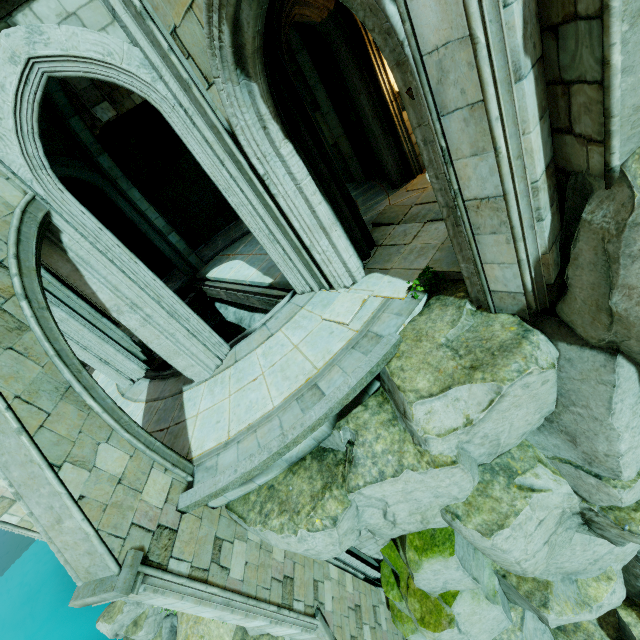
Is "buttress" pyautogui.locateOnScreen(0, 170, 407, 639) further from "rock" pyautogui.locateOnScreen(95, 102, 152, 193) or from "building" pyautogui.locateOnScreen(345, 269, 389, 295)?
"rock" pyautogui.locateOnScreen(95, 102, 152, 193)

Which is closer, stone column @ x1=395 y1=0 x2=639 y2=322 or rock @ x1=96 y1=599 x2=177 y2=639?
stone column @ x1=395 y1=0 x2=639 y2=322

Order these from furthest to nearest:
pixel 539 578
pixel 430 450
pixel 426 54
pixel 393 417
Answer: pixel 539 578 → pixel 393 417 → pixel 430 450 → pixel 426 54

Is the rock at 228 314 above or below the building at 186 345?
below

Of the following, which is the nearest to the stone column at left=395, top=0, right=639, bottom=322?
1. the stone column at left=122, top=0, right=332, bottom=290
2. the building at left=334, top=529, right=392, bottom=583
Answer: the stone column at left=122, top=0, right=332, bottom=290

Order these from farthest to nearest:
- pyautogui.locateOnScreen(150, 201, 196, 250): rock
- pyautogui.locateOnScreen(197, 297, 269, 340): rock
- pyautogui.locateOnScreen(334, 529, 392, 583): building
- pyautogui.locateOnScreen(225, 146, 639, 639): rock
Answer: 1. pyautogui.locateOnScreen(150, 201, 196, 250): rock
2. pyautogui.locateOnScreen(197, 297, 269, 340): rock
3. pyautogui.locateOnScreen(334, 529, 392, 583): building
4. pyautogui.locateOnScreen(225, 146, 639, 639): rock

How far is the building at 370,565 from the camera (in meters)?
8.60

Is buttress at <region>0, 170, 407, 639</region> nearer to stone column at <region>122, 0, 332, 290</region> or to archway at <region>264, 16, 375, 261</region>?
stone column at <region>122, 0, 332, 290</region>
